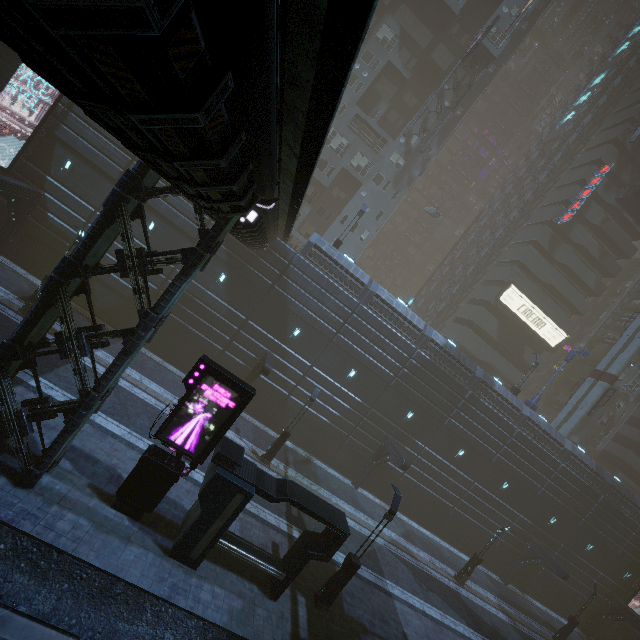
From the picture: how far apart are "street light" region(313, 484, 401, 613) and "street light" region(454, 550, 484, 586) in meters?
15.1

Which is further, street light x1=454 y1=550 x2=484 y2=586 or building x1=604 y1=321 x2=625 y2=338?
building x1=604 y1=321 x2=625 y2=338

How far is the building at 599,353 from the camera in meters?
46.3

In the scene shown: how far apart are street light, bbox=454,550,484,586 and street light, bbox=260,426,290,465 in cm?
1672

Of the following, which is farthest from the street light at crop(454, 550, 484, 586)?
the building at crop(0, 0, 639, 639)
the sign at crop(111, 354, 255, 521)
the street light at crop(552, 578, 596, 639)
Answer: the sign at crop(111, 354, 255, 521)

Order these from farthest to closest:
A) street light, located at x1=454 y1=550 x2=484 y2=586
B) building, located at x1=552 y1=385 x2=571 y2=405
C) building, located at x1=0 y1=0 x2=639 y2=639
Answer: building, located at x1=552 y1=385 x2=571 y2=405, street light, located at x1=454 y1=550 x2=484 y2=586, building, located at x1=0 y1=0 x2=639 y2=639

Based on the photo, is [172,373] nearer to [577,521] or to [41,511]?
[41,511]

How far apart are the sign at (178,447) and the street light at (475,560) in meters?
22.7
